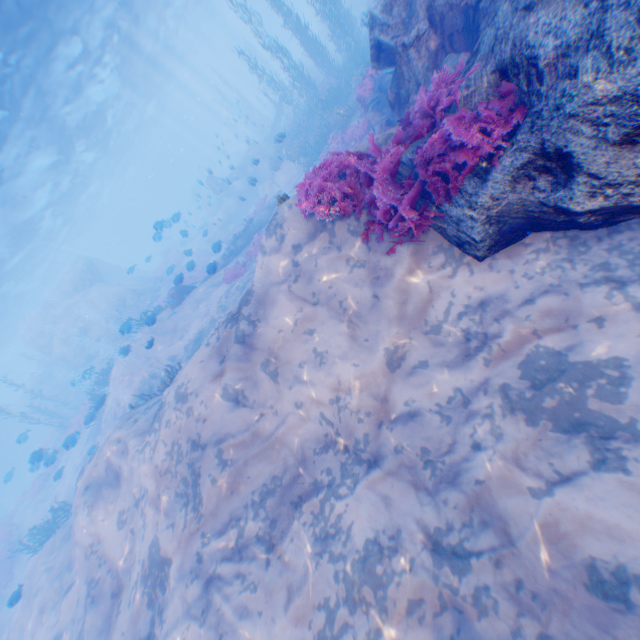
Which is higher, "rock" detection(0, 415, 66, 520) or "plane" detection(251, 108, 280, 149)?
"rock" detection(0, 415, 66, 520)

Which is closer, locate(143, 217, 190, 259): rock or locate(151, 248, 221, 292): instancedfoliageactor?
locate(143, 217, 190, 259): rock

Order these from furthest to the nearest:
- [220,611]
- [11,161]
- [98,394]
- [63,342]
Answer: [63,342] < [98,394] < [11,161] < [220,611]

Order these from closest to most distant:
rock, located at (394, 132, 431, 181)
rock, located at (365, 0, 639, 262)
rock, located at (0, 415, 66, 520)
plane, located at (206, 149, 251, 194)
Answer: rock, located at (365, 0, 639, 262), rock, located at (394, 132, 431, 181), rock, located at (0, 415, 66, 520), plane, located at (206, 149, 251, 194)

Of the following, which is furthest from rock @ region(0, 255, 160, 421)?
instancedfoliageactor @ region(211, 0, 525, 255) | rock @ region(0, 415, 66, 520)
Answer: rock @ region(0, 415, 66, 520)

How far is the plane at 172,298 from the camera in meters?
17.6 m

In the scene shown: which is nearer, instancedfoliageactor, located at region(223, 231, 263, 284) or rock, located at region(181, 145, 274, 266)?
instancedfoliageactor, located at region(223, 231, 263, 284)

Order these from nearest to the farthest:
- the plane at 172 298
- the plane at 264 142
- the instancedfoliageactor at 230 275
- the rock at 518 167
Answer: the rock at 518 167 → the instancedfoliageactor at 230 275 → the plane at 172 298 → the plane at 264 142
